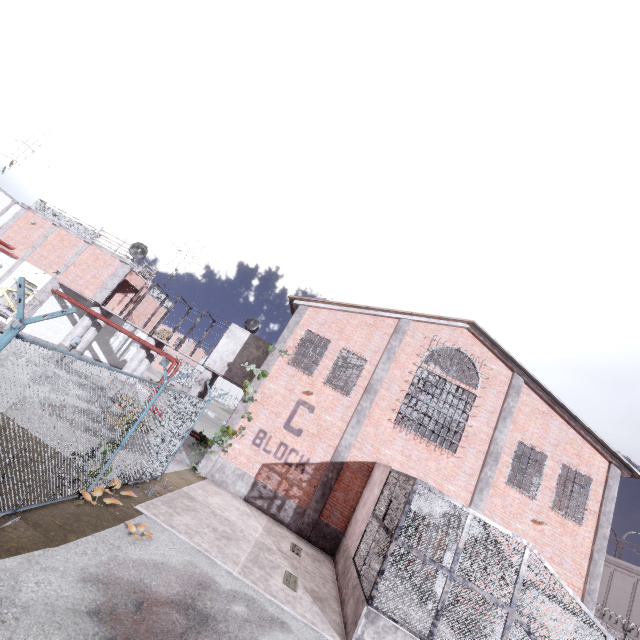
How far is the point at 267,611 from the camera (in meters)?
7.00

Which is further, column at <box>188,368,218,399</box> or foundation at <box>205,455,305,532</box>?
column at <box>188,368,218,399</box>

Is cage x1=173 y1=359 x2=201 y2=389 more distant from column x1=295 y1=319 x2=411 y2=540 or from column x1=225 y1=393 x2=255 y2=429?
column x1=295 y1=319 x2=411 y2=540

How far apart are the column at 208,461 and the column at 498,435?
10.3m

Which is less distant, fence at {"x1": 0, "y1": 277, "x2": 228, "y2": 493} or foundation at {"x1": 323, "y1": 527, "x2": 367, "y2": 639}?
fence at {"x1": 0, "y1": 277, "x2": 228, "y2": 493}

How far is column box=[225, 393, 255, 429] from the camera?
14.47m

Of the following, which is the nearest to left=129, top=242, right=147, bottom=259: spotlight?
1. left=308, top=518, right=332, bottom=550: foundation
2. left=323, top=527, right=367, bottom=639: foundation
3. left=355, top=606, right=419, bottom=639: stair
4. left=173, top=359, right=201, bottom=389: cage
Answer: left=173, top=359, right=201, bottom=389: cage

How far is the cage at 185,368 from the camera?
48.0 meters
